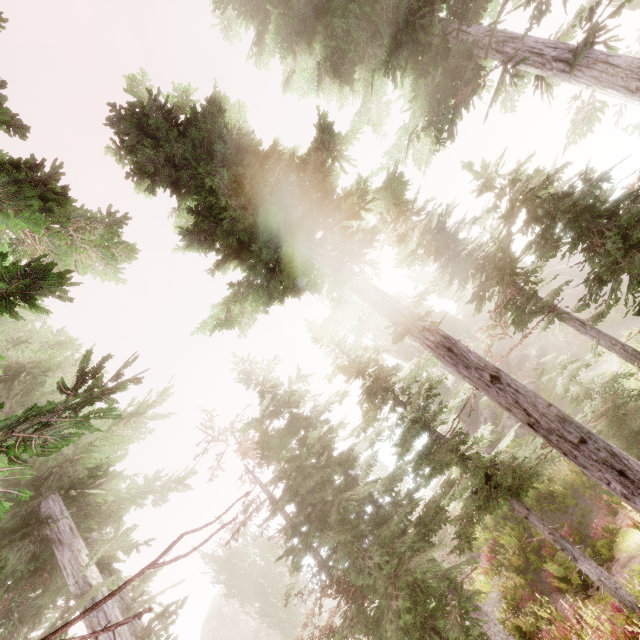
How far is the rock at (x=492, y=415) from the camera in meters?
29.2 m

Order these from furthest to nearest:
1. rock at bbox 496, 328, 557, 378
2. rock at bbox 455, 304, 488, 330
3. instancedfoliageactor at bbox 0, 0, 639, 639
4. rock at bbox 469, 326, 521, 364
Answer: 1. rock at bbox 455, 304, 488, 330
2. rock at bbox 469, 326, 521, 364
3. rock at bbox 496, 328, 557, 378
4. instancedfoliageactor at bbox 0, 0, 639, 639

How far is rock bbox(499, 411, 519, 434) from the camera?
24.5m

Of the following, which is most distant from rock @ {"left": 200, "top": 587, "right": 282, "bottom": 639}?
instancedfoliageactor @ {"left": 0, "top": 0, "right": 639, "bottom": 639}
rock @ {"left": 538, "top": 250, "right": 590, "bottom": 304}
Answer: rock @ {"left": 538, "top": 250, "right": 590, "bottom": 304}

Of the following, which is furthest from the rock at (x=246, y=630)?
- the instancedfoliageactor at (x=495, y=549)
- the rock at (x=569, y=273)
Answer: the rock at (x=569, y=273)

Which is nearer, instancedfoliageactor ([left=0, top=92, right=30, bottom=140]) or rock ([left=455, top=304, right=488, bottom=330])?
instancedfoliageactor ([left=0, top=92, right=30, bottom=140])

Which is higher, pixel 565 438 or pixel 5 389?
pixel 5 389
